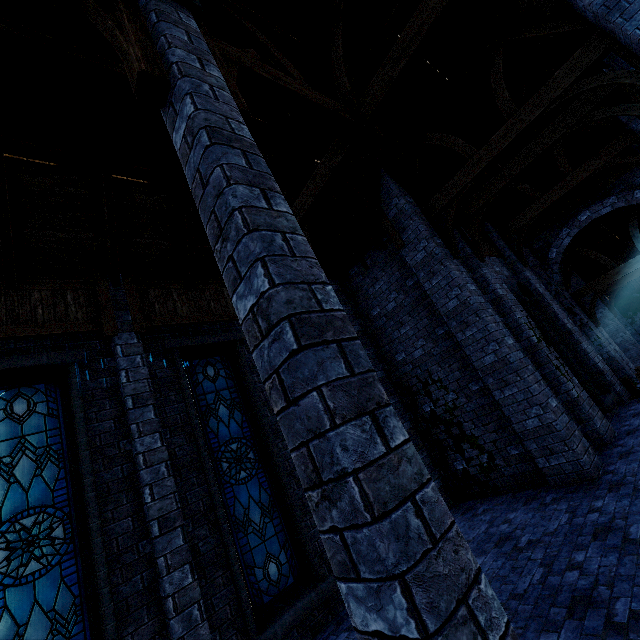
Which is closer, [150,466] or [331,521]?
[331,521]

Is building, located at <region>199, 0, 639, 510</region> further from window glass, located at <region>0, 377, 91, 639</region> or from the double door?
window glass, located at <region>0, 377, 91, 639</region>

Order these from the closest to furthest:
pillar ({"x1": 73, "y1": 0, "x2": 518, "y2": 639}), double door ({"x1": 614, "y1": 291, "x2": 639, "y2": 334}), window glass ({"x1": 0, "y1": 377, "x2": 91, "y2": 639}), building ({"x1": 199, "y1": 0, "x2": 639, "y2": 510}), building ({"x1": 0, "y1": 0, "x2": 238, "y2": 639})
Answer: pillar ({"x1": 73, "y1": 0, "x2": 518, "y2": 639}) < window glass ({"x1": 0, "y1": 377, "x2": 91, "y2": 639}) < building ({"x1": 0, "y1": 0, "x2": 238, "y2": 639}) < building ({"x1": 199, "y1": 0, "x2": 639, "y2": 510}) < double door ({"x1": 614, "y1": 291, "x2": 639, "y2": 334})

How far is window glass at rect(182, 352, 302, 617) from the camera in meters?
5.5

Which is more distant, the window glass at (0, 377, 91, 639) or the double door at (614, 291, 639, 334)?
the double door at (614, 291, 639, 334)

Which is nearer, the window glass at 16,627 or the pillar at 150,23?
the pillar at 150,23

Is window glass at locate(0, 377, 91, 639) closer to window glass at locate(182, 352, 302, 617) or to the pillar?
window glass at locate(182, 352, 302, 617)

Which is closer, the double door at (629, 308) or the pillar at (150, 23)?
the pillar at (150, 23)
